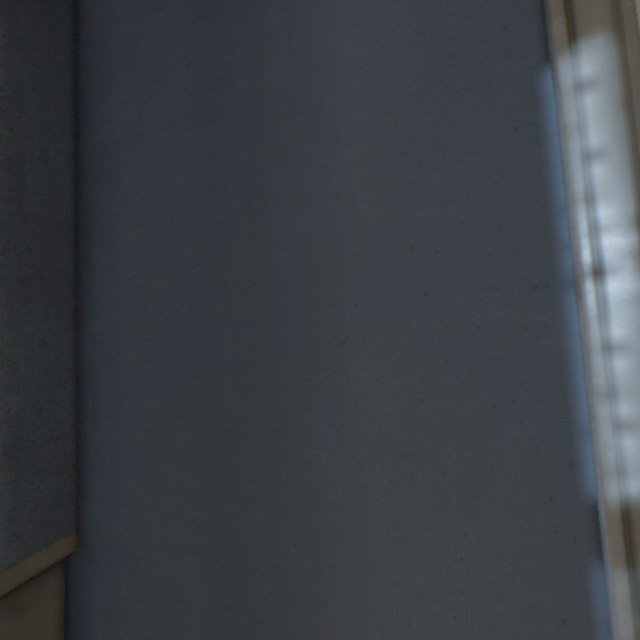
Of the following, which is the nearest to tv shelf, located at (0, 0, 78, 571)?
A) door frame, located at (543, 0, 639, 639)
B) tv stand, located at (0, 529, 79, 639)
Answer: tv stand, located at (0, 529, 79, 639)

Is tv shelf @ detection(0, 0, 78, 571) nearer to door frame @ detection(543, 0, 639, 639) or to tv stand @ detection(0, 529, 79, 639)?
tv stand @ detection(0, 529, 79, 639)

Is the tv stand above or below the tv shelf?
below

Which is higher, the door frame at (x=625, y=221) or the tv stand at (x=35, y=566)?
the door frame at (x=625, y=221)

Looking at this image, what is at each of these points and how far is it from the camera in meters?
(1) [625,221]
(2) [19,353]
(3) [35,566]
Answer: (1) door frame, 0.4
(2) tv shelf, 0.6
(3) tv stand, 0.6

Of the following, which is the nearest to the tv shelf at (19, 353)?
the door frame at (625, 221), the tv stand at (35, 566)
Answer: the tv stand at (35, 566)
